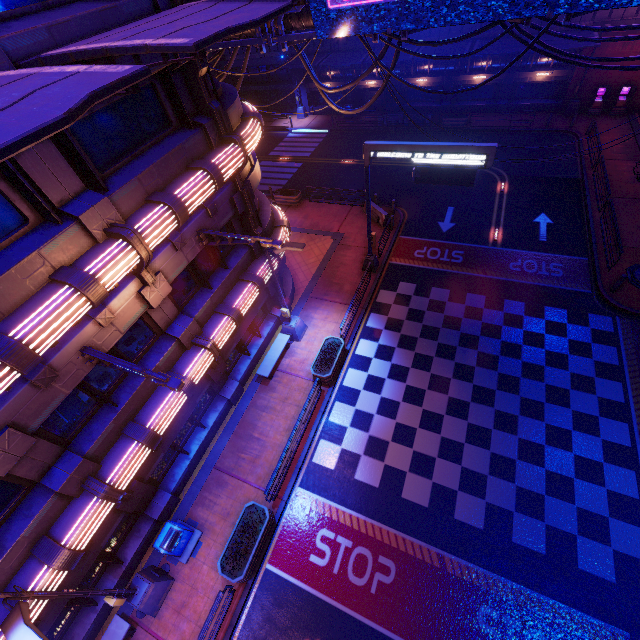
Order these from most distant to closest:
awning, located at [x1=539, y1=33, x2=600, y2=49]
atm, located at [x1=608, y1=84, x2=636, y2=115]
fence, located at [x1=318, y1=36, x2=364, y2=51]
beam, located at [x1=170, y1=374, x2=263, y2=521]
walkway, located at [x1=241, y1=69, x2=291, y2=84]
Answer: walkway, located at [x1=241, y1=69, x2=291, y2=84] → fence, located at [x1=318, y1=36, x2=364, y2=51] → atm, located at [x1=608, y1=84, x2=636, y2=115] → awning, located at [x1=539, y1=33, x2=600, y2=49] → beam, located at [x1=170, y1=374, x2=263, y2=521]

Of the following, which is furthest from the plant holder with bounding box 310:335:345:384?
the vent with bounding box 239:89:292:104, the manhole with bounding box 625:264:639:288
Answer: the vent with bounding box 239:89:292:104

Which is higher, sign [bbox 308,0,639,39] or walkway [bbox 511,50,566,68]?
sign [bbox 308,0,639,39]

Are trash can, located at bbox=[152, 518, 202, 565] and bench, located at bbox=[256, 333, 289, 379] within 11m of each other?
yes

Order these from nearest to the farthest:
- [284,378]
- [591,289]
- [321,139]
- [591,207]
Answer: [284,378], [591,289], [591,207], [321,139]

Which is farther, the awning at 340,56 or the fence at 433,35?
the awning at 340,56

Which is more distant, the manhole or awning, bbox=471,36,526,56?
awning, bbox=471,36,526,56

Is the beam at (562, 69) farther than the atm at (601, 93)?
Yes
